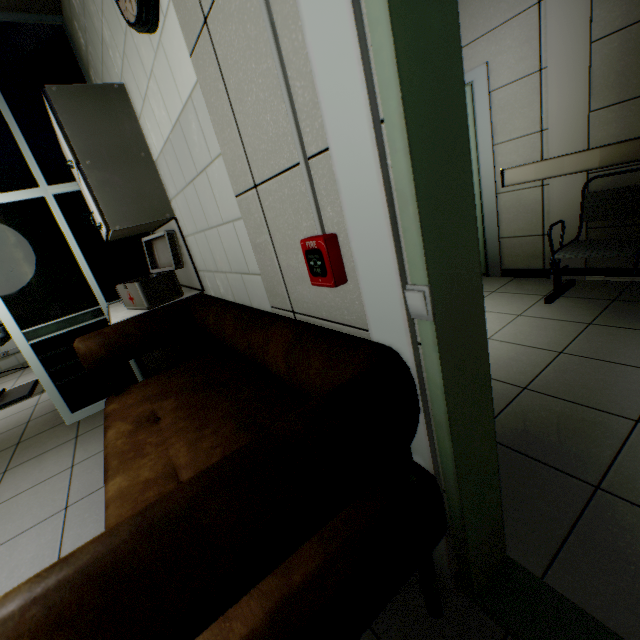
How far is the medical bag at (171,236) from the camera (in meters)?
2.21

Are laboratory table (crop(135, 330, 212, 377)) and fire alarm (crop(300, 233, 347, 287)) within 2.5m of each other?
yes

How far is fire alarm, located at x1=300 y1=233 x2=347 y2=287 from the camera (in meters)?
0.87

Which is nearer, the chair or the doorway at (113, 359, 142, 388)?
the chair

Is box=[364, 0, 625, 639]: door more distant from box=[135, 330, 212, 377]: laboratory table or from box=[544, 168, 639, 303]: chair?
box=[544, 168, 639, 303]: chair

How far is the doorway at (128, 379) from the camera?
3.3 meters

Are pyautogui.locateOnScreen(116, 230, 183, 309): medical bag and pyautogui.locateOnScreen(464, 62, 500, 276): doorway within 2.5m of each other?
no

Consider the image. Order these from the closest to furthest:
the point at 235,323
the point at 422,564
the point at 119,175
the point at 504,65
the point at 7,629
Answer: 1. the point at 7,629
2. the point at 422,564
3. the point at 235,323
4. the point at 119,175
5. the point at 504,65
